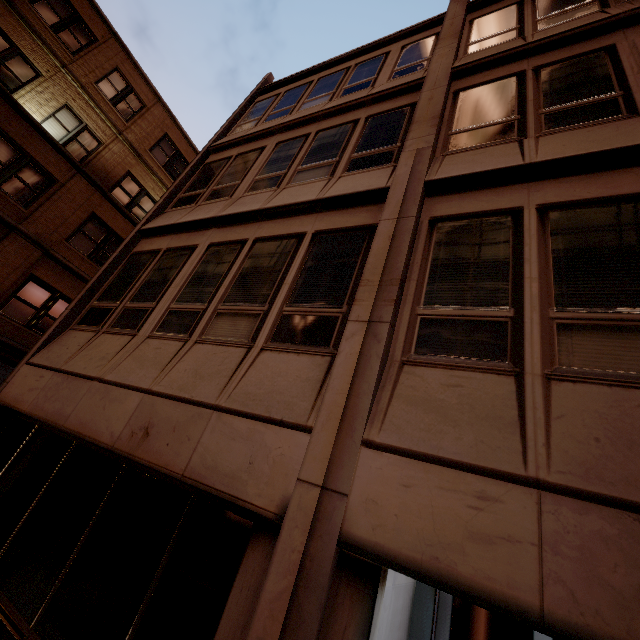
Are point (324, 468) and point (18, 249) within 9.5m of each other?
no
